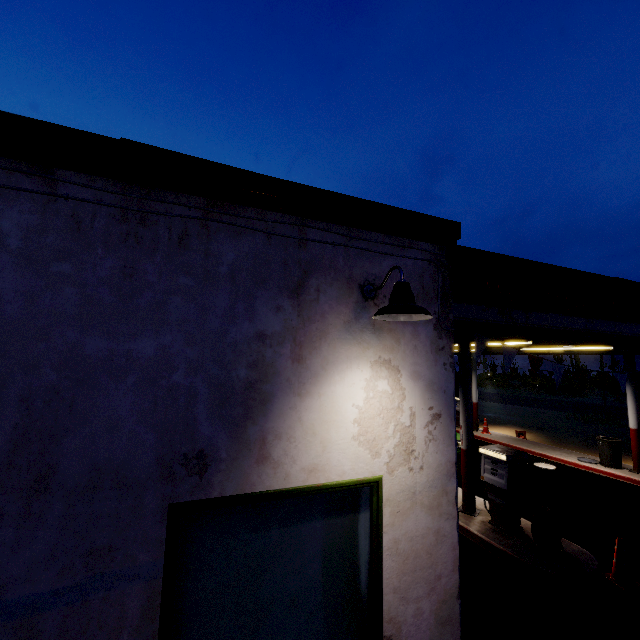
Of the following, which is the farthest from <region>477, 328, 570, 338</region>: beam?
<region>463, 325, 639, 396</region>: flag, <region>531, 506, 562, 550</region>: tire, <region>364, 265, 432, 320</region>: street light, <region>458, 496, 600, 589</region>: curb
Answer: <region>364, 265, 432, 320</region>: street light

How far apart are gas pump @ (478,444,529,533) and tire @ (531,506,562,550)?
0.5m

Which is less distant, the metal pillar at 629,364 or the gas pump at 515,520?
the gas pump at 515,520

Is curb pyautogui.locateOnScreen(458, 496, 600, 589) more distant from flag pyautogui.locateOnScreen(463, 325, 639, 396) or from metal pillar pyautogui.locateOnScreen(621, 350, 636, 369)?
metal pillar pyautogui.locateOnScreen(621, 350, 636, 369)

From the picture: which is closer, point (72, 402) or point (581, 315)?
point (72, 402)

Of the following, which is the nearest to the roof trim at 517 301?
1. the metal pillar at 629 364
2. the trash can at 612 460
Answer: the metal pillar at 629 364

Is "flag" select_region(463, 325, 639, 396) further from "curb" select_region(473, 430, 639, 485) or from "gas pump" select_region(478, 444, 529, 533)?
"curb" select_region(473, 430, 639, 485)

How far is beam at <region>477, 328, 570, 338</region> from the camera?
5.9m
